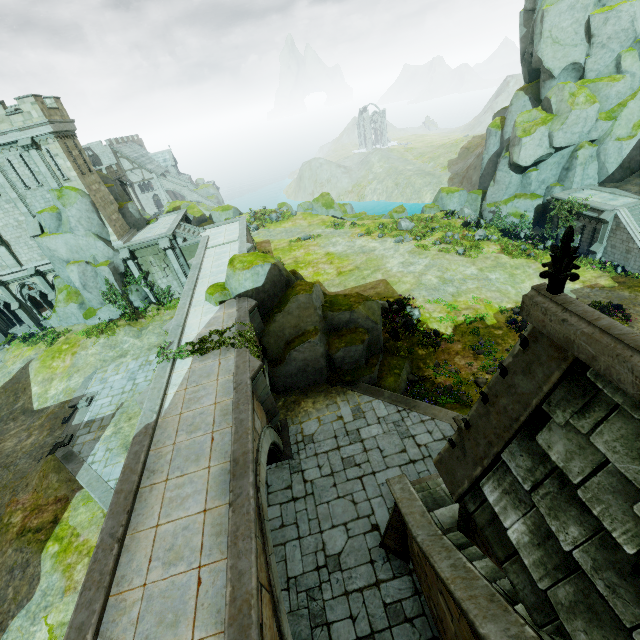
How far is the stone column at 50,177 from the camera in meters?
22.8

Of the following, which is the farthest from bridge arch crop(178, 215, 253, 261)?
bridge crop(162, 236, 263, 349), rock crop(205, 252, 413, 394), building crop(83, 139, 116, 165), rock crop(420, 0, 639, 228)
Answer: building crop(83, 139, 116, 165)

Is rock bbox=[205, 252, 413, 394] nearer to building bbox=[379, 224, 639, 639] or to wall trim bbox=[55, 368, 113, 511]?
building bbox=[379, 224, 639, 639]

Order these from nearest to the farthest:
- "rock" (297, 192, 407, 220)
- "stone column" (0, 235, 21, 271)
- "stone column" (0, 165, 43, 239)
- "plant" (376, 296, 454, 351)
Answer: "plant" (376, 296, 454, 351), "stone column" (0, 165, 43, 239), "stone column" (0, 235, 21, 271), "rock" (297, 192, 407, 220)

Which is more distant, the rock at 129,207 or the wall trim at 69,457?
the rock at 129,207

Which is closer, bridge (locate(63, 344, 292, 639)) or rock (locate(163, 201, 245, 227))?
bridge (locate(63, 344, 292, 639))

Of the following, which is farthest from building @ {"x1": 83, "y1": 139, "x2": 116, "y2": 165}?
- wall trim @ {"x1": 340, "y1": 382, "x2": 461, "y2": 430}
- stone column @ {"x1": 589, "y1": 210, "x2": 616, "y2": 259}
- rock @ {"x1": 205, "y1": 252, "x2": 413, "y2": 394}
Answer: stone column @ {"x1": 589, "y1": 210, "x2": 616, "y2": 259}

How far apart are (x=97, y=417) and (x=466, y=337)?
23.50m
